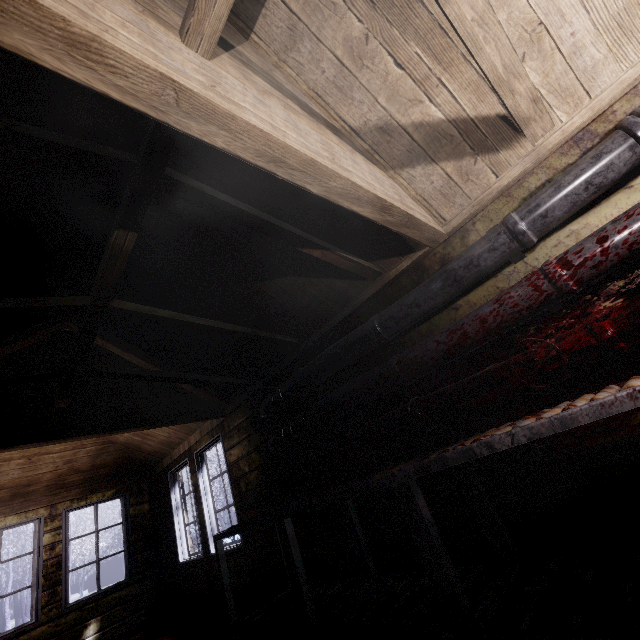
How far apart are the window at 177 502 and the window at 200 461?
0.2 meters

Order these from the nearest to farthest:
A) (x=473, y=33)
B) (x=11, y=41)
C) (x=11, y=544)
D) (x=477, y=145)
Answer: (x=11, y=41) → (x=473, y=33) → (x=477, y=145) → (x=11, y=544)

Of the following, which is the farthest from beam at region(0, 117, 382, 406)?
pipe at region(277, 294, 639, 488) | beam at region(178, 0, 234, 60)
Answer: pipe at region(277, 294, 639, 488)

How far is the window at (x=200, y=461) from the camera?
4.01m

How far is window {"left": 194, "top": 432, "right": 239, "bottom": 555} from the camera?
4.0m

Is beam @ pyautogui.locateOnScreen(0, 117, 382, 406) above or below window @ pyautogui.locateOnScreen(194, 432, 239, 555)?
above

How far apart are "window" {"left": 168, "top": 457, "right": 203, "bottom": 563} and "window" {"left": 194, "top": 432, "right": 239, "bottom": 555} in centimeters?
24cm

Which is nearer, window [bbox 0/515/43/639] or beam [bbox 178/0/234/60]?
beam [bbox 178/0/234/60]
